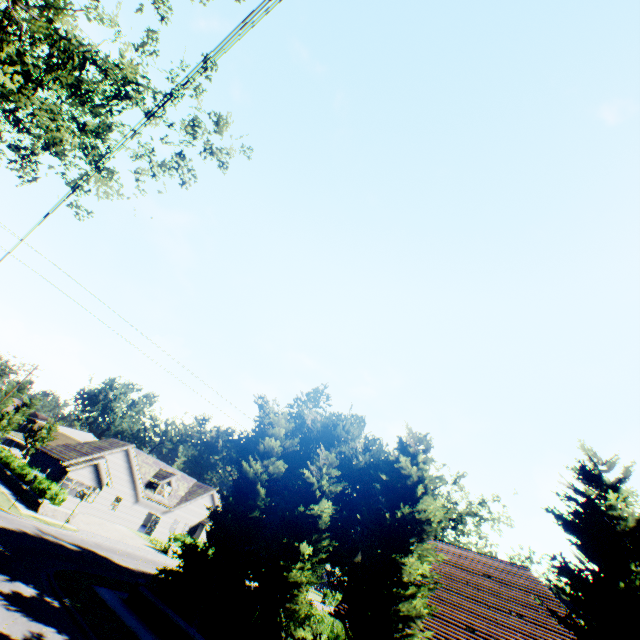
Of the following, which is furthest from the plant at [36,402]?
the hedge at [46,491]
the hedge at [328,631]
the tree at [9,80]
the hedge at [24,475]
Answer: the hedge at [328,631]

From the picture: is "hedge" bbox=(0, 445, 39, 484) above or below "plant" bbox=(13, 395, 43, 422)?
below

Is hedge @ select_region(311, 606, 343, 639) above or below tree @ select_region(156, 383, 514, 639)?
below

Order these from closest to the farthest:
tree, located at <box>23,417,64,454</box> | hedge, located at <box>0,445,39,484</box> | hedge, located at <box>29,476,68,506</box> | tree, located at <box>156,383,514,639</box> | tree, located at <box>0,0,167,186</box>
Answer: tree, located at <box>0,0,167,186</box> < tree, located at <box>156,383,514,639</box> < hedge, located at <box>29,476,68,506</box> < hedge, located at <box>0,445,39,484</box> < tree, located at <box>23,417,64,454</box>

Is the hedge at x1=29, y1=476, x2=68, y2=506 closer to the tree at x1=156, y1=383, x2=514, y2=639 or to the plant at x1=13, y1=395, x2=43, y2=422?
the tree at x1=156, y1=383, x2=514, y2=639

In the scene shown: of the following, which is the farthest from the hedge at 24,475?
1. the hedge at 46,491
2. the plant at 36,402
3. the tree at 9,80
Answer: the plant at 36,402

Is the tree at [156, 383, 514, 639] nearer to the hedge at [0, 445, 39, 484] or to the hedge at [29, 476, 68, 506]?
the hedge at [29, 476, 68, 506]

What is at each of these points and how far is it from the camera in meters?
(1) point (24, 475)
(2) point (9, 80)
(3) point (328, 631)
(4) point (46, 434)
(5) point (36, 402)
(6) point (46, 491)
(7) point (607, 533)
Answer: (1) hedge, 31.2
(2) tree, 9.7
(3) hedge, 24.5
(4) tree, 54.2
(5) plant, 57.8
(6) hedge, 27.1
(7) tree, 9.3
